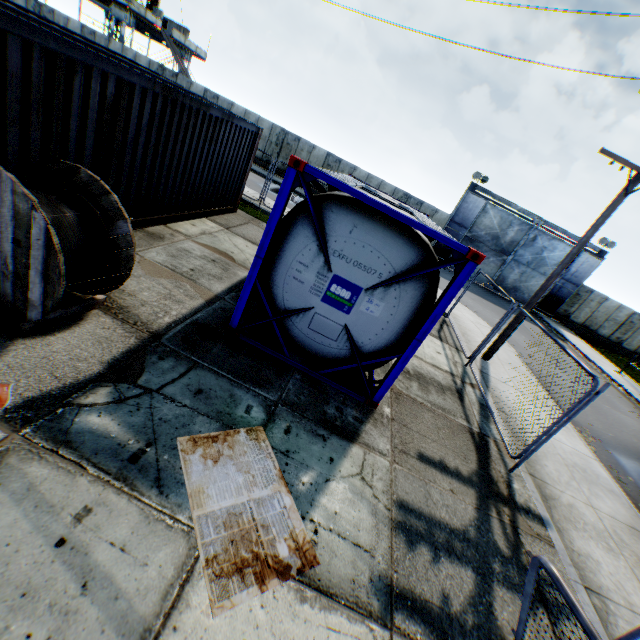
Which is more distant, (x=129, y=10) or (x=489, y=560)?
(x=129, y=10)

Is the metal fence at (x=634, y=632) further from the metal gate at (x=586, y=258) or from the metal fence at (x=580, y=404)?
the metal gate at (x=586, y=258)

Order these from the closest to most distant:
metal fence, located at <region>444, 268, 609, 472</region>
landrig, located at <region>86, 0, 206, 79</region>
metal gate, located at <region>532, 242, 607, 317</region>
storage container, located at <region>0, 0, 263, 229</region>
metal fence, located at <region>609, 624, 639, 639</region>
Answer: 1. metal fence, located at <region>609, 624, 639, 639</region>
2. storage container, located at <region>0, 0, 263, 229</region>
3. metal fence, located at <region>444, 268, 609, 472</region>
4. metal gate, located at <region>532, 242, 607, 317</region>
5. landrig, located at <region>86, 0, 206, 79</region>

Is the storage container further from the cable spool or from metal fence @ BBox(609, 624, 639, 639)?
metal fence @ BBox(609, 624, 639, 639)

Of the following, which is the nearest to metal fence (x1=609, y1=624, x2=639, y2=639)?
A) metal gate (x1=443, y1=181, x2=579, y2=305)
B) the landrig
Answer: metal gate (x1=443, y1=181, x2=579, y2=305)

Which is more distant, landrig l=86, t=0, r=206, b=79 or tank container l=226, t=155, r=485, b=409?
landrig l=86, t=0, r=206, b=79

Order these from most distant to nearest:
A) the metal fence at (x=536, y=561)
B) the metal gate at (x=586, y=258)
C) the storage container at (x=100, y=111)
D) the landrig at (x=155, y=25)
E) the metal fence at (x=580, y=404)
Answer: the landrig at (x=155, y=25) → the metal gate at (x=586, y=258) → the metal fence at (x=580, y=404) → the storage container at (x=100, y=111) → the metal fence at (x=536, y=561)

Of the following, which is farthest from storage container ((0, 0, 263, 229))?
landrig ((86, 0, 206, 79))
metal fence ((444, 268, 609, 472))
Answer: landrig ((86, 0, 206, 79))
